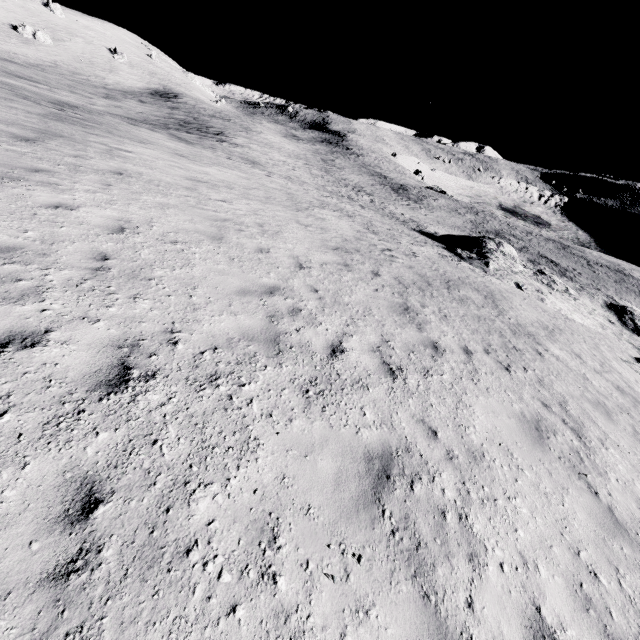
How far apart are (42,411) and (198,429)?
1.34m
